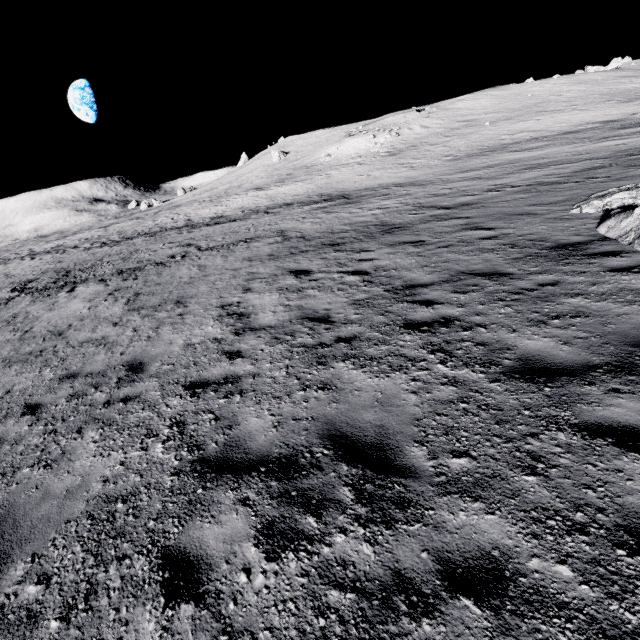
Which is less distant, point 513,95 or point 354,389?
point 354,389
